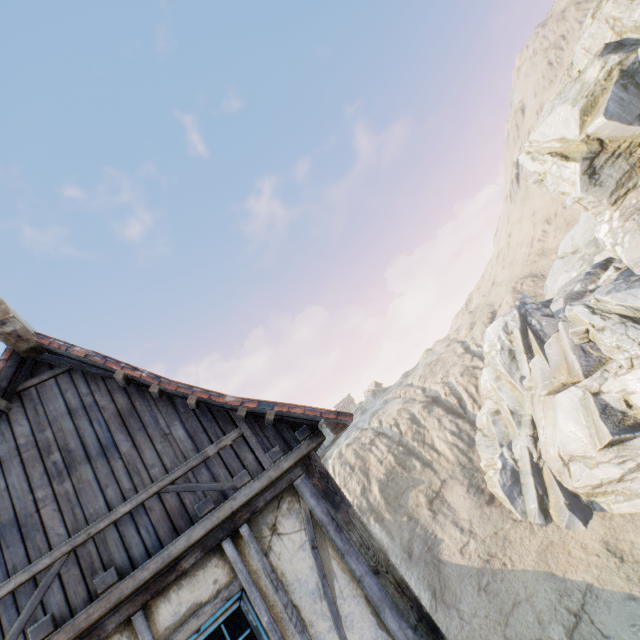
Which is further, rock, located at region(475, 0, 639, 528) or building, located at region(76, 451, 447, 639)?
rock, located at region(475, 0, 639, 528)

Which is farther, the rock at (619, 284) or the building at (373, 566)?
the rock at (619, 284)

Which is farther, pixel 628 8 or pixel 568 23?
pixel 568 23
